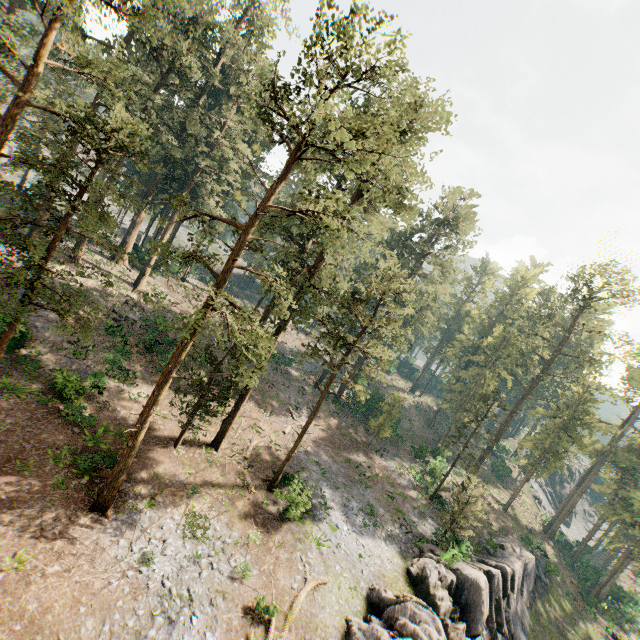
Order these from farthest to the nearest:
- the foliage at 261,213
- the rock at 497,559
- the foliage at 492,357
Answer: the foliage at 492,357 → the rock at 497,559 → the foliage at 261,213

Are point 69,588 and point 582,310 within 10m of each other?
no

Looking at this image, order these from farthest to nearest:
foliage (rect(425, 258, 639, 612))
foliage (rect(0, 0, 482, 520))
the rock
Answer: foliage (rect(425, 258, 639, 612))
the rock
foliage (rect(0, 0, 482, 520))

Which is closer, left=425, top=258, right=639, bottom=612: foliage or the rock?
the rock

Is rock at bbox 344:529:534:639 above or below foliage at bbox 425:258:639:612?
below

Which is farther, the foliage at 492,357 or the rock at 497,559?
the foliage at 492,357

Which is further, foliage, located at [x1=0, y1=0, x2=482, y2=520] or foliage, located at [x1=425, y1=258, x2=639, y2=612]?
foliage, located at [x1=425, y1=258, x2=639, y2=612]
